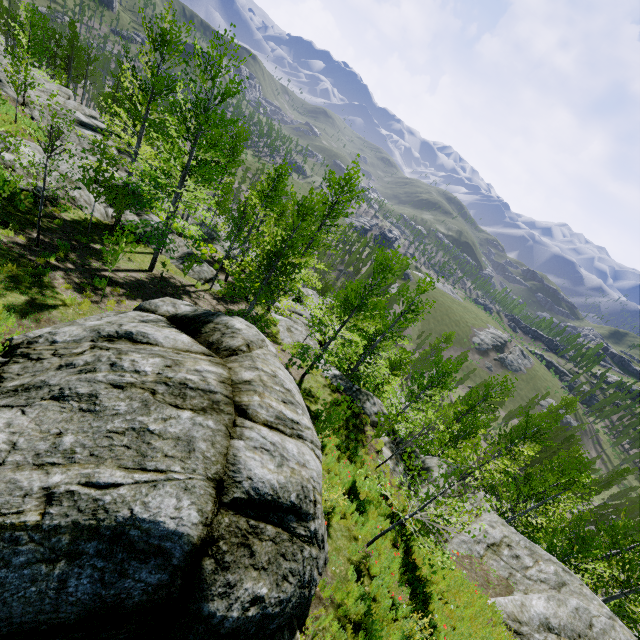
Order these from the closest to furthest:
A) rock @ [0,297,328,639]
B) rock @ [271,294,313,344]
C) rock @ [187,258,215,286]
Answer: rock @ [0,297,328,639]
rock @ [187,258,215,286]
rock @ [271,294,313,344]

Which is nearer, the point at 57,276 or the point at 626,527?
the point at 57,276

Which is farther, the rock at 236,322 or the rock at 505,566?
the rock at 505,566

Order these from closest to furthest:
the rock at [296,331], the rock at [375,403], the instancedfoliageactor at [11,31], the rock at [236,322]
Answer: the rock at [236,322] → the rock at [375,403] → the instancedfoliageactor at [11,31] → the rock at [296,331]

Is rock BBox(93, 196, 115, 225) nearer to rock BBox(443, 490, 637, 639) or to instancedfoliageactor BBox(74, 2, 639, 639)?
rock BBox(443, 490, 637, 639)

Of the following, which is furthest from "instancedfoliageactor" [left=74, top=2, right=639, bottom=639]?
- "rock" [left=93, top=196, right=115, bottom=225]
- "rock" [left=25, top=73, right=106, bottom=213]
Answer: "rock" [left=93, top=196, right=115, bottom=225]

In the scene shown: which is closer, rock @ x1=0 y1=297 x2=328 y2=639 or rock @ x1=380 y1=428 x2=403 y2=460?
rock @ x1=0 y1=297 x2=328 y2=639
